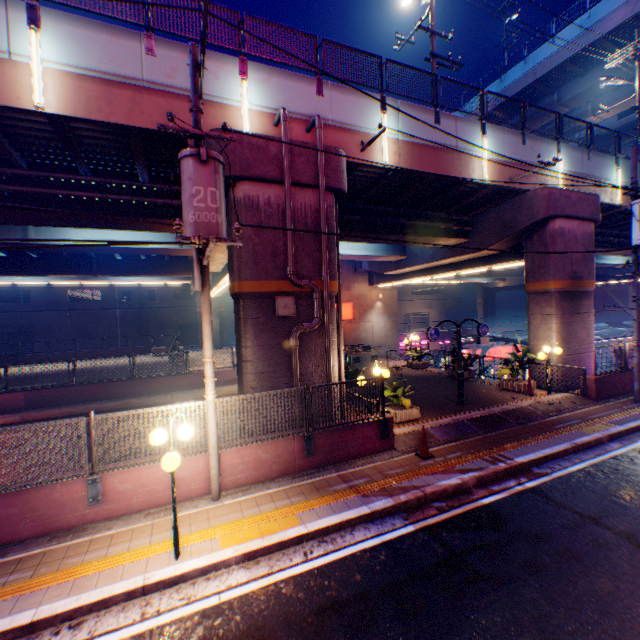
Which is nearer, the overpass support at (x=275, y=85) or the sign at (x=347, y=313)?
the overpass support at (x=275, y=85)

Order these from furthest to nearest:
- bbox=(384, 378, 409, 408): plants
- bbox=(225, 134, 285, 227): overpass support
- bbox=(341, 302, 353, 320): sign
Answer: bbox=(341, 302, 353, 320): sign → bbox=(384, 378, 409, 408): plants → bbox=(225, 134, 285, 227): overpass support

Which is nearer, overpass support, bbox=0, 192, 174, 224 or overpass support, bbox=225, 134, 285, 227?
overpass support, bbox=225, 134, 285, 227

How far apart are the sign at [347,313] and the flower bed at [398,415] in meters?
16.4 m

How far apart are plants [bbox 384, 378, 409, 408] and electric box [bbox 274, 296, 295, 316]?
4.4 meters

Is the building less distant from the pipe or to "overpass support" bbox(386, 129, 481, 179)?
"overpass support" bbox(386, 129, 481, 179)

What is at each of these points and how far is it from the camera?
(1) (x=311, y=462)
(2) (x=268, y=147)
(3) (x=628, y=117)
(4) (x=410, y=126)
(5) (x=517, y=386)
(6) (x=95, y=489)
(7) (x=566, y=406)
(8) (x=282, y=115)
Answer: (1) concrete block, 8.3m
(2) overpass support, 9.2m
(3) overpass support, 35.8m
(4) overpass support, 12.1m
(5) flower bed, 14.1m
(6) metal fence, 6.4m
(7) concrete curb, 12.3m
(8) pipe, 9.2m

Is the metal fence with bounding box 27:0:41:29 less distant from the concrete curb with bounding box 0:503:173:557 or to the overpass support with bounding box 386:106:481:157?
the overpass support with bounding box 386:106:481:157
